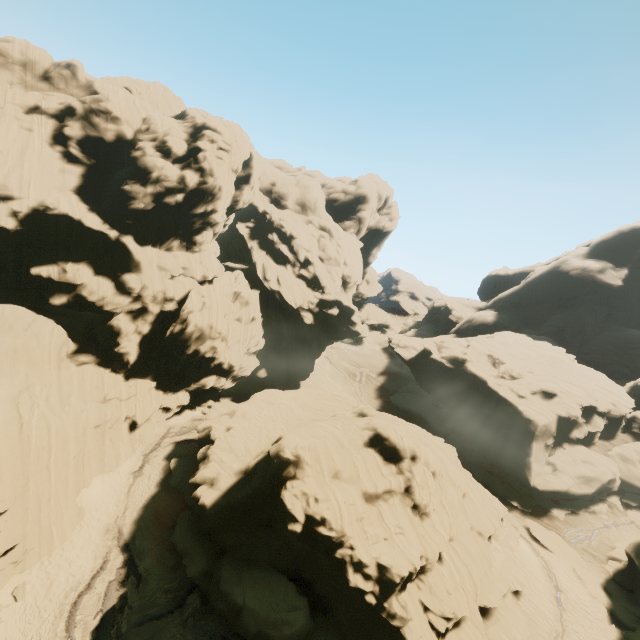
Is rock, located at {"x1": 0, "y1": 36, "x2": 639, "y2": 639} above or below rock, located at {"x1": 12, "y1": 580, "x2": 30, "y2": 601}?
above

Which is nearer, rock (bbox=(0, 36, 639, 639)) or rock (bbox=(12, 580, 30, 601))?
rock (bbox=(12, 580, 30, 601))

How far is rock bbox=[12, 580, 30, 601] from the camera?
19.2 meters

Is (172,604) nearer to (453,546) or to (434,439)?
(453,546)

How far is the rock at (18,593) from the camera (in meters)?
19.17

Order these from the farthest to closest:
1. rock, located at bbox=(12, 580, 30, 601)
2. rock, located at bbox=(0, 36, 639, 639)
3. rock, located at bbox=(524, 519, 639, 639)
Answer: rock, located at bbox=(524, 519, 639, 639) → rock, located at bbox=(0, 36, 639, 639) → rock, located at bbox=(12, 580, 30, 601)

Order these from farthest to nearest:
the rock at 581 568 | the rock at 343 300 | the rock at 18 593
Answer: the rock at 581 568
the rock at 343 300
the rock at 18 593
